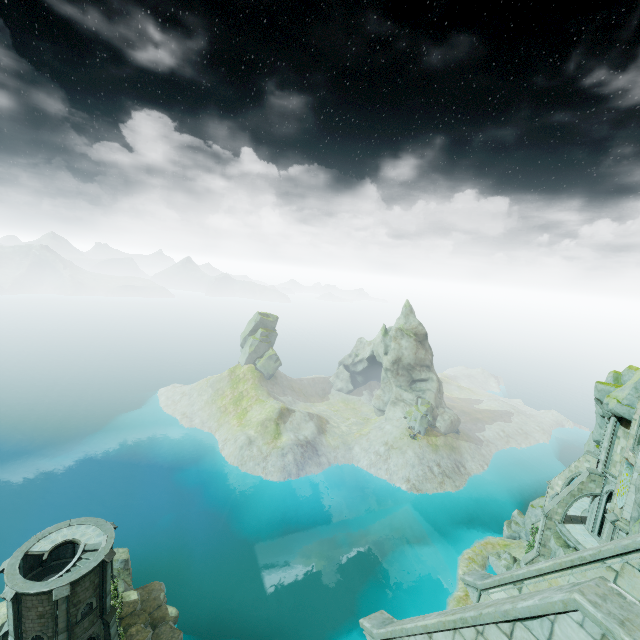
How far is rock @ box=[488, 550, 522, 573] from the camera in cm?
4353

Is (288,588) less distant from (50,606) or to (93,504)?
(50,606)

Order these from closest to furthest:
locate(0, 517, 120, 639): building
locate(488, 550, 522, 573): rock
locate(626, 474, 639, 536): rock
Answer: locate(626, 474, 639, 536): rock → locate(0, 517, 120, 639): building → locate(488, 550, 522, 573): rock

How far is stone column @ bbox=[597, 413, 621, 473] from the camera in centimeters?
3164cm

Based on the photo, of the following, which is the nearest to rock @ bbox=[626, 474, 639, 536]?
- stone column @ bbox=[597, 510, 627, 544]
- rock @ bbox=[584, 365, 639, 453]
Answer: stone column @ bbox=[597, 510, 627, 544]

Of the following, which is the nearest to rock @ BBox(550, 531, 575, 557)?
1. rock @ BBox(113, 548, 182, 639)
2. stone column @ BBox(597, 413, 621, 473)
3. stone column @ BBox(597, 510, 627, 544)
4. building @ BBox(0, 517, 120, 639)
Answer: stone column @ BBox(597, 510, 627, 544)

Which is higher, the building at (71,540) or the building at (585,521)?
the building at (585,521)

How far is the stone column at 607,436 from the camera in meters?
31.6 m
